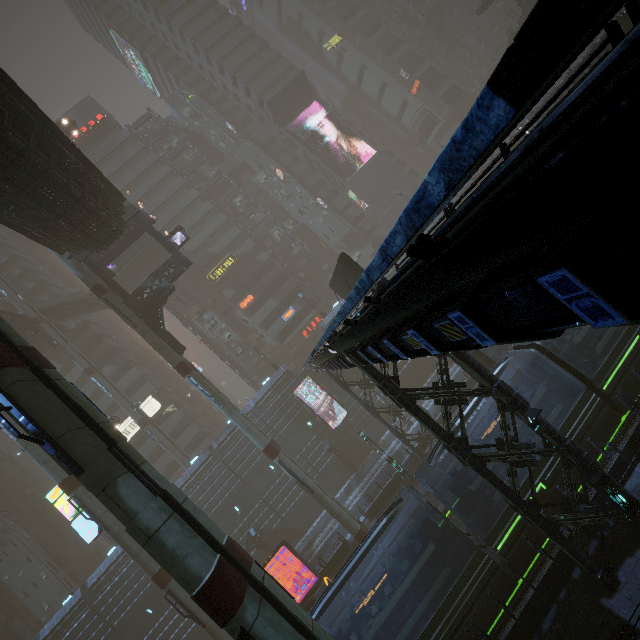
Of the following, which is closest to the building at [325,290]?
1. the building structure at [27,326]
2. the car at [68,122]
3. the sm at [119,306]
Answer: the sm at [119,306]

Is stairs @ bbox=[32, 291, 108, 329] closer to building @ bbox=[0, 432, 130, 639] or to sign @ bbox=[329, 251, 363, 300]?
building @ bbox=[0, 432, 130, 639]

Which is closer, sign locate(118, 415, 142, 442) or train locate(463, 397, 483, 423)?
train locate(463, 397, 483, 423)

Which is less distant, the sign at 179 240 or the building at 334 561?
the building at 334 561

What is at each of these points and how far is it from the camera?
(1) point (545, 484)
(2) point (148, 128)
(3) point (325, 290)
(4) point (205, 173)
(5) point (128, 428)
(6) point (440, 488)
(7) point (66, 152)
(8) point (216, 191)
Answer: (1) train, 13.33m
(2) building, 54.88m
(3) building, 52.12m
(4) building, 54.09m
(5) sign, 44.94m
(6) train rail, 21.88m
(7) bridge, 17.59m
(8) building, 54.91m

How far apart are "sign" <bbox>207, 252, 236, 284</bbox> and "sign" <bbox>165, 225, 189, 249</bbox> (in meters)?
19.98

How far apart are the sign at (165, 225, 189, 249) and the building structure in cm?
2393

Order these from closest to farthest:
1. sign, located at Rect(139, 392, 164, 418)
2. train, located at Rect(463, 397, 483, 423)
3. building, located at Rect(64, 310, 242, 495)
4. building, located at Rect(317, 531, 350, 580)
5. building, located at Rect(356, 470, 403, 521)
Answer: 1. train, located at Rect(463, 397, 483, 423)
2. building, located at Rect(317, 531, 350, 580)
3. building, located at Rect(356, 470, 403, 521)
4. building, located at Rect(64, 310, 242, 495)
5. sign, located at Rect(139, 392, 164, 418)
